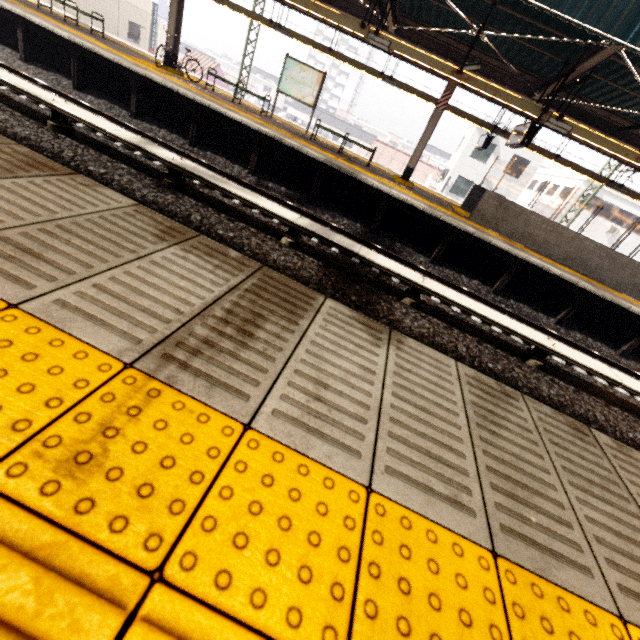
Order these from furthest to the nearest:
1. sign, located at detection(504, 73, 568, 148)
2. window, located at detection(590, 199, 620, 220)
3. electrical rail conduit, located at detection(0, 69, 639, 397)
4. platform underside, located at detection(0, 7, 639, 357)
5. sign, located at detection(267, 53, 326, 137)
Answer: window, located at detection(590, 199, 620, 220) → sign, located at detection(267, 53, 326, 137) → platform underside, located at detection(0, 7, 639, 357) → sign, located at detection(504, 73, 568, 148) → electrical rail conduit, located at detection(0, 69, 639, 397)

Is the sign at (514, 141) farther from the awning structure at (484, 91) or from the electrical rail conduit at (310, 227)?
the electrical rail conduit at (310, 227)

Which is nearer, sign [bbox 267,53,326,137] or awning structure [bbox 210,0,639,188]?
awning structure [bbox 210,0,639,188]

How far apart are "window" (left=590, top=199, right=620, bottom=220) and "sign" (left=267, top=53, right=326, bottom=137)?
27.8m

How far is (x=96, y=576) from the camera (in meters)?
0.73

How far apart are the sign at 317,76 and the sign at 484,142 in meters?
6.4

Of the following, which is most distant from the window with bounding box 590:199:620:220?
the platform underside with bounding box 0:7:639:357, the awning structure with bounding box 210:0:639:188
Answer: the platform underside with bounding box 0:7:639:357

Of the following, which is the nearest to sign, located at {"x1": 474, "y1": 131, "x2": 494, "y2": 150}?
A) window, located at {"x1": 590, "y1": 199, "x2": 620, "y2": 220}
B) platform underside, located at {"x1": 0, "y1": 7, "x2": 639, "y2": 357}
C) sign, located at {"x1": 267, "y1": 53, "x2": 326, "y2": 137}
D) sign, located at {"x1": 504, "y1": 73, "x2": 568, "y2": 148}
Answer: sign, located at {"x1": 504, "y1": 73, "x2": 568, "y2": 148}
